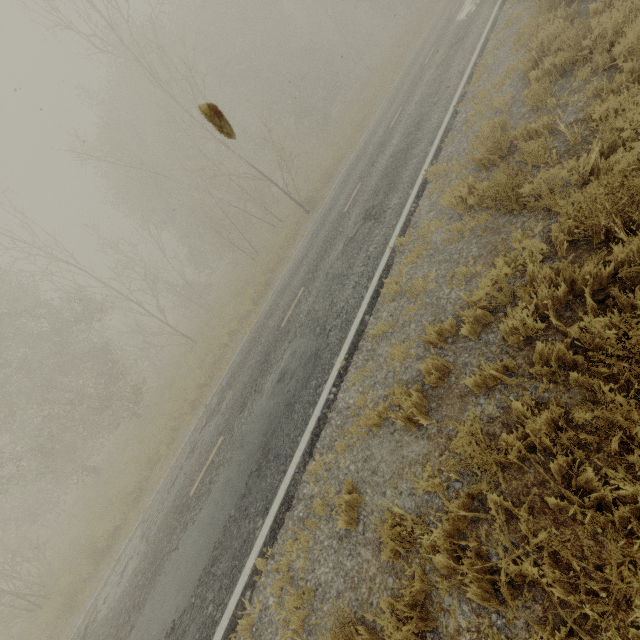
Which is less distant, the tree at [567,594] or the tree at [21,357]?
the tree at [567,594]

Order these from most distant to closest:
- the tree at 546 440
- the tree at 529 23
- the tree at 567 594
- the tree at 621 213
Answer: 1. the tree at 529 23
2. the tree at 621 213
3. the tree at 546 440
4. the tree at 567 594

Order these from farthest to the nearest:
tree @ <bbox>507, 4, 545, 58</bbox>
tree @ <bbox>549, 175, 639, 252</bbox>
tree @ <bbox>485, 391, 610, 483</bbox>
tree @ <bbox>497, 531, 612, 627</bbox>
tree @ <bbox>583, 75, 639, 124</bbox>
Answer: tree @ <bbox>507, 4, 545, 58</bbox>, tree @ <bbox>583, 75, 639, 124</bbox>, tree @ <bbox>549, 175, 639, 252</bbox>, tree @ <bbox>485, 391, 610, 483</bbox>, tree @ <bbox>497, 531, 612, 627</bbox>

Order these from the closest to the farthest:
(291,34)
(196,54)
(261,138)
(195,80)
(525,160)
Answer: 1. (525,160)
2. (195,80)
3. (261,138)
4. (196,54)
5. (291,34)

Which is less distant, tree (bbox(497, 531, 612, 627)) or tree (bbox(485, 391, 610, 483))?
tree (bbox(497, 531, 612, 627))

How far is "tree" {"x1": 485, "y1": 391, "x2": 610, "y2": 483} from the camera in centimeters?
275cm
